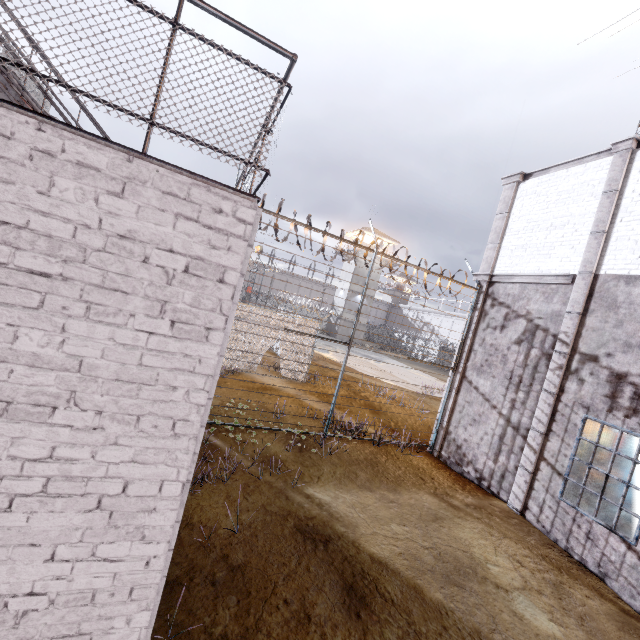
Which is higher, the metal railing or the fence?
the metal railing

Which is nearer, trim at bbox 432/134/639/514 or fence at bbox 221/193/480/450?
trim at bbox 432/134/639/514

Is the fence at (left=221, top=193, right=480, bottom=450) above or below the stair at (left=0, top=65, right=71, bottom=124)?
below

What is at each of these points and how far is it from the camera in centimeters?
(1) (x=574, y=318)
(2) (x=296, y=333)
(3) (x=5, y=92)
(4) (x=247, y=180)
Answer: (1) trim, 768cm
(2) fence, 846cm
(3) stair, 493cm
(4) metal railing, 406cm

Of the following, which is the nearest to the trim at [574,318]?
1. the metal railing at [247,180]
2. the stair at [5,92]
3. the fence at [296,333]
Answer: the fence at [296,333]

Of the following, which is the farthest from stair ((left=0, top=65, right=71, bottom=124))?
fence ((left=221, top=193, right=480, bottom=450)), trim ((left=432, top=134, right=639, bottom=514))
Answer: trim ((left=432, top=134, right=639, bottom=514))

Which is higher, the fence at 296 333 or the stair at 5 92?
the stair at 5 92

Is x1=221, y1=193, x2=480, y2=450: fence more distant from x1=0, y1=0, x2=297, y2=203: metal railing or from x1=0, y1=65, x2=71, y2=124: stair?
x1=0, y1=65, x2=71, y2=124: stair
